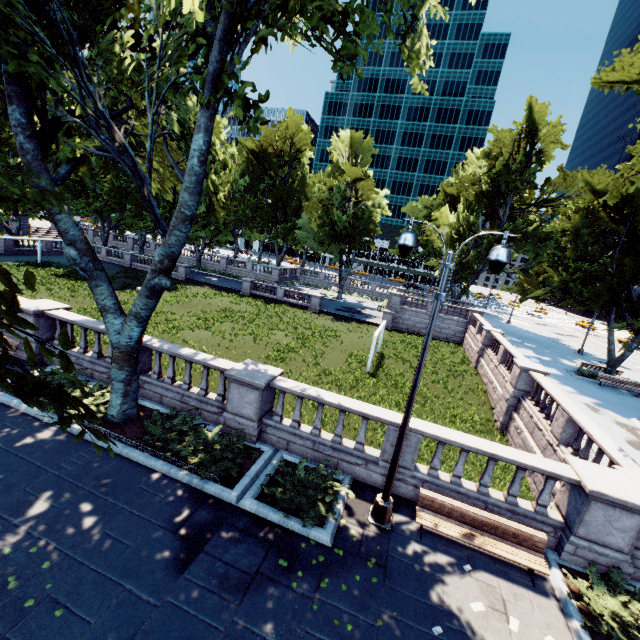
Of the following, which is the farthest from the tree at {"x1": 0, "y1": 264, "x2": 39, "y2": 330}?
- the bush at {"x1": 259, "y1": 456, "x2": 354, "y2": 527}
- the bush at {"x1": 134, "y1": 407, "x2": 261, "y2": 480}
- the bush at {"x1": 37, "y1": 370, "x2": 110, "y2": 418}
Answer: the bush at {"x1": 259, "y1": 456, "x2": 354, "y2": 527}

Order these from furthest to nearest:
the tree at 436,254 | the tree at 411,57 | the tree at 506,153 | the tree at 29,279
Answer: the tree at 436,254 < the tree at 506,153 < the tree at 411,57 < the tree at 29,279

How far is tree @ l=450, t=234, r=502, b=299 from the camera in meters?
39.8 m

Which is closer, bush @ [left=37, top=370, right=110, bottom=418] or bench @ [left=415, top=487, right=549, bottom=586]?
bench @ [left=415, top=487, right=549, bottom=586]

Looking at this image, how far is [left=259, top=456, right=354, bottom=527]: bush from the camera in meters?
7.9

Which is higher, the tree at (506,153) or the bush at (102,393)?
the tree at (506,153)

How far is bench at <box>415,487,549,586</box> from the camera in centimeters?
745cm

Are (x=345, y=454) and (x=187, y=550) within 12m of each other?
yes
